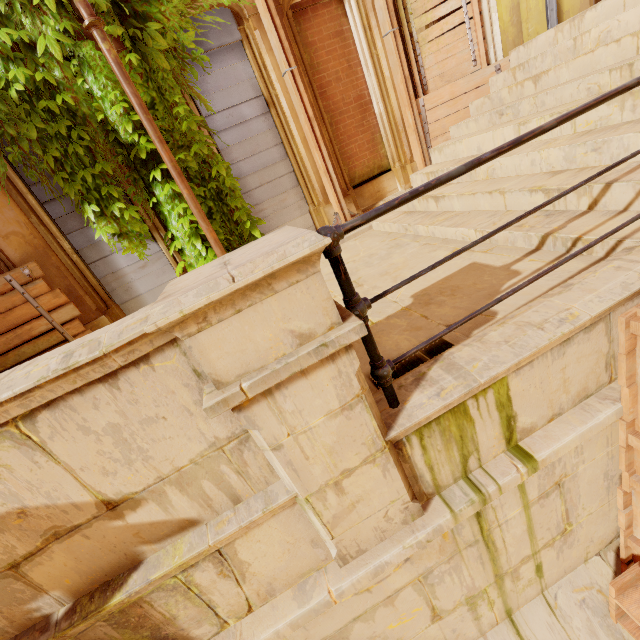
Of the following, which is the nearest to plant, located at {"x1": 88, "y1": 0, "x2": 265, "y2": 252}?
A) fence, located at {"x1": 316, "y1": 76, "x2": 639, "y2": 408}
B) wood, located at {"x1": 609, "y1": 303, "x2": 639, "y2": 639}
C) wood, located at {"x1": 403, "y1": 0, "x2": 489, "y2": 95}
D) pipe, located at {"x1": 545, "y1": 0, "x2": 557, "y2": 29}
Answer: wood, located at {"x1": 403, "y1": 0, "x2": 489, "y2": 95}

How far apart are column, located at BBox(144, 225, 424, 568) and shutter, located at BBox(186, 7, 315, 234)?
5.1m

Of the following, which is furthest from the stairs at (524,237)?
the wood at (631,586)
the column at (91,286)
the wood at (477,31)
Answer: the column at (91,286)

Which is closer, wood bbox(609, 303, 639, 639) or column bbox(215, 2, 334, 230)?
wood bbox(609, 303, 639, 639)

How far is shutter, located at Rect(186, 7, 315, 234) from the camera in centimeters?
538cm

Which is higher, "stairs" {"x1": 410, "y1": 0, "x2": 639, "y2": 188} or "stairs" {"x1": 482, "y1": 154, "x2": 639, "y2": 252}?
"stairs" {"x1": 410, "y1": 0, "x2": 639, "y2": 188}

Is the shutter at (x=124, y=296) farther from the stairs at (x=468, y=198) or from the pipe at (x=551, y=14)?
the pipe at (x=551, y=14)

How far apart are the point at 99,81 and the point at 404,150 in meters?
5.6 m
